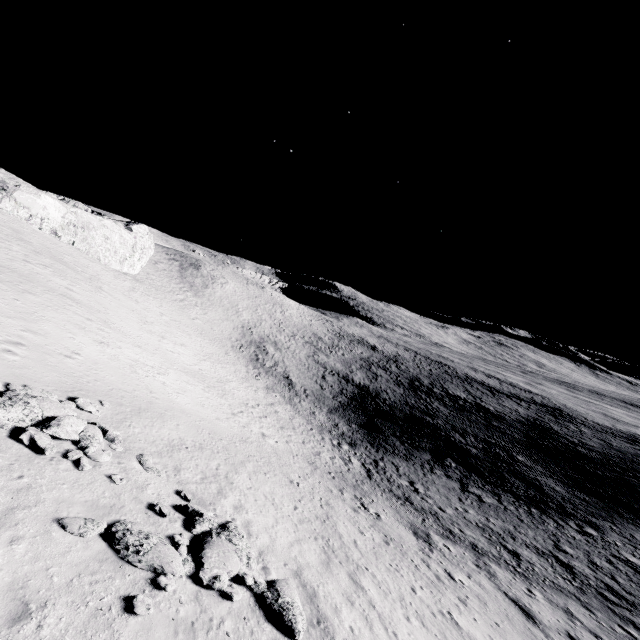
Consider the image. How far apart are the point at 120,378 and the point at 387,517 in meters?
19.6

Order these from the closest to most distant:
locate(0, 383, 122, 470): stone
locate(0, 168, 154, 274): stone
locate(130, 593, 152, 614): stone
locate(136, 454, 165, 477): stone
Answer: locate(130, 593, 152, 614): stone → locate(0, 383, 122, 470): stone → locate(136, 454, 165, 477): stone → locate(0, 168, 154, 274): stone

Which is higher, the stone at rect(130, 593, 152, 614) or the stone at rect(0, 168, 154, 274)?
the stone at rect(0, 168, 154, 274)

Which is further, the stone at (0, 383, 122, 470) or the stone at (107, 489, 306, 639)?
the stone at (0, 383, 122, 470)

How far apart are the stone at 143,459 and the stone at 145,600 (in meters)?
5.71

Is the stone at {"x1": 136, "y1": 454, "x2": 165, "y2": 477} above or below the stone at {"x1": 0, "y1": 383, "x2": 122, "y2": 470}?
below

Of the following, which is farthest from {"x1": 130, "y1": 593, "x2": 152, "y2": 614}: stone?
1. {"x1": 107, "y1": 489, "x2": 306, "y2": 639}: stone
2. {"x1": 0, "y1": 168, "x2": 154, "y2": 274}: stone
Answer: {"x1": 0, "y1": 168, "x2": 154, "y2": 274}: stone

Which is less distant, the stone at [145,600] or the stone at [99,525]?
the stone at [145,600]
